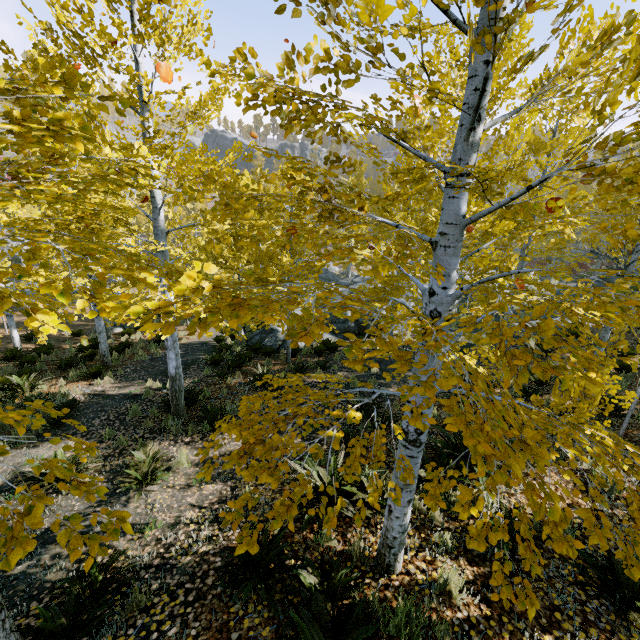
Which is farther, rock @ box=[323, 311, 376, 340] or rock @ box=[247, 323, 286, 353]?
rock @ box=[323, 311, 376, 340]

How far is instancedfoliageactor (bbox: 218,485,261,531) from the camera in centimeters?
175cm

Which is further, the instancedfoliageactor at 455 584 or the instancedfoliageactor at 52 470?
the instancedfoliageactor at 455 584

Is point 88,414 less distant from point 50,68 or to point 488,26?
point 50,68

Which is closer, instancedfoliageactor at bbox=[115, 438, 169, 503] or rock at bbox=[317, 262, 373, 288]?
instancedfoliageactor at bbox=[115, 438, 169, 503]

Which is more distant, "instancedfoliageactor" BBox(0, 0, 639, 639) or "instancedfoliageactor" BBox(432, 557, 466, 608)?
"instancedfoliageactor" BBox(432, 557, 466, 608)

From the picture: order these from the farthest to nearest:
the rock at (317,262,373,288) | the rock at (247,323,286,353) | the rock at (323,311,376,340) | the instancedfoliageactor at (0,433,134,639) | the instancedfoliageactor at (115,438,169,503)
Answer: the rock at (317,262,373,288) → the rock at (323,311,376,340) → the rock at (247,323,286,353) → the instancedfoliageactor at (115,438,169,503) → the instancedfoliageactor at (0,433,134,639)

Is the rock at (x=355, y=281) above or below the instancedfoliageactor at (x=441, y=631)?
below
